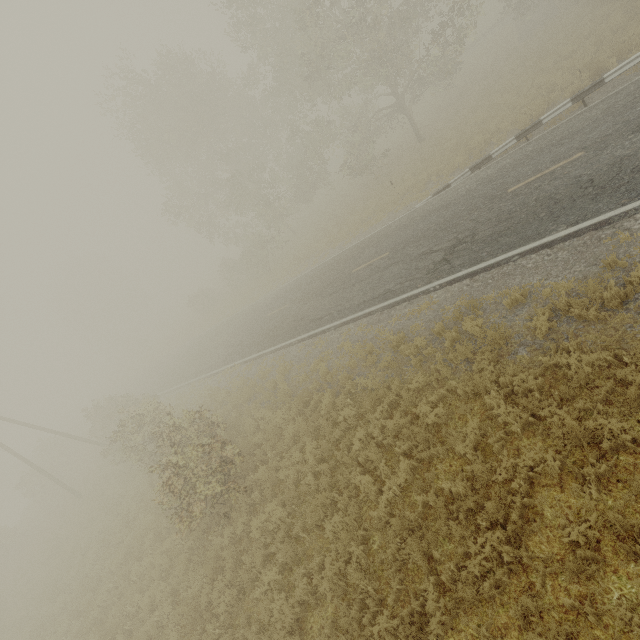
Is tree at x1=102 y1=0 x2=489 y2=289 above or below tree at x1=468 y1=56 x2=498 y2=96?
above

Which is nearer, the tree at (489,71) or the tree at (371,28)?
the tree at (371,28)

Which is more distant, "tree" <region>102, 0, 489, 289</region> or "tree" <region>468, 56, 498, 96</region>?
"tree" <region>468, 56, 498, 96</region>

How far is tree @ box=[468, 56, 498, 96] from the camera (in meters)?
22.84

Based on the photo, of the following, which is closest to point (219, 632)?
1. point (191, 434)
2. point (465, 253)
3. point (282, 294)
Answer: point (191, 434)

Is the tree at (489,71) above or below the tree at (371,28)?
below
